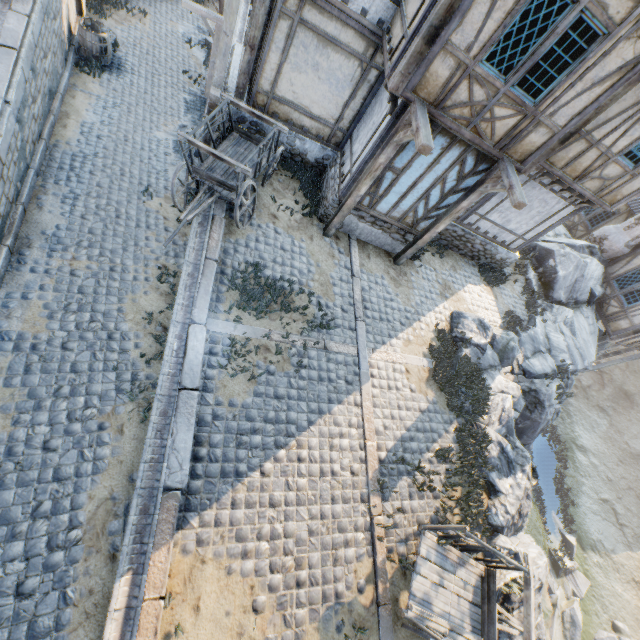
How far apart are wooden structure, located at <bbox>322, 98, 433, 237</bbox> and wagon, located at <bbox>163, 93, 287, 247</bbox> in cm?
197

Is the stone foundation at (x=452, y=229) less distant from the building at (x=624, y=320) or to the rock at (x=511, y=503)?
the rock at (x=511, y=503)

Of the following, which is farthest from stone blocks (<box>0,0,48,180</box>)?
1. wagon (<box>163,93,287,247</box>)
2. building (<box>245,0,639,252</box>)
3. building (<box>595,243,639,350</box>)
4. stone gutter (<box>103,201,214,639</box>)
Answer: building (<box>595,243,639,350</box>)

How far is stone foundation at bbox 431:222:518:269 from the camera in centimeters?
1170cm

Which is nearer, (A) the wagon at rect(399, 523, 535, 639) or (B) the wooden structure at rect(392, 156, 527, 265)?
(A) the wagon at rect(399, 523, 535, 639)

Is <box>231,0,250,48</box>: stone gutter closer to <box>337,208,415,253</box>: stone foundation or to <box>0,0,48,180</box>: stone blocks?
<box>337,208,415,253</box>: stone foundation

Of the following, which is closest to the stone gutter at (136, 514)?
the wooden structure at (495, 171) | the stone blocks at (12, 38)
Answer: the stone blocks at (12, 38)

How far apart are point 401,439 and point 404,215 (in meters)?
6.20
